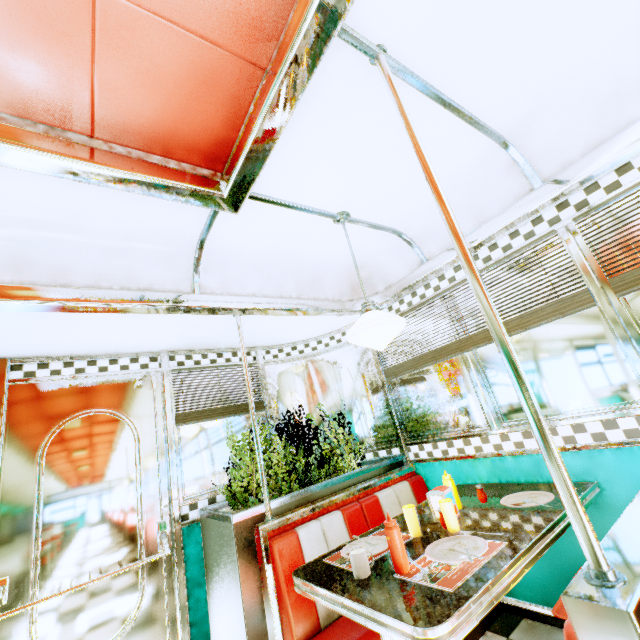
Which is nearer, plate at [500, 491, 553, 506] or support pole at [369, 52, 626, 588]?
support pole at [369, 52, 626, 588]

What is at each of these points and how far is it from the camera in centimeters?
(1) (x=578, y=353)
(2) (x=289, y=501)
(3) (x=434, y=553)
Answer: (1) window, 213cm
(2) flower box, 247cm
(3) plate, 157cm

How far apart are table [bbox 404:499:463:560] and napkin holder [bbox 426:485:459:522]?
0.04m

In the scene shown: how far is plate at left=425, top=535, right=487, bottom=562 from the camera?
1.5m

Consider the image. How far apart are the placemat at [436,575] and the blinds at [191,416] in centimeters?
225cm

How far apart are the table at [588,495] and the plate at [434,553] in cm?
2

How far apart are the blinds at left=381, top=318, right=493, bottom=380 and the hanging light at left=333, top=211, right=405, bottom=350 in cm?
79
